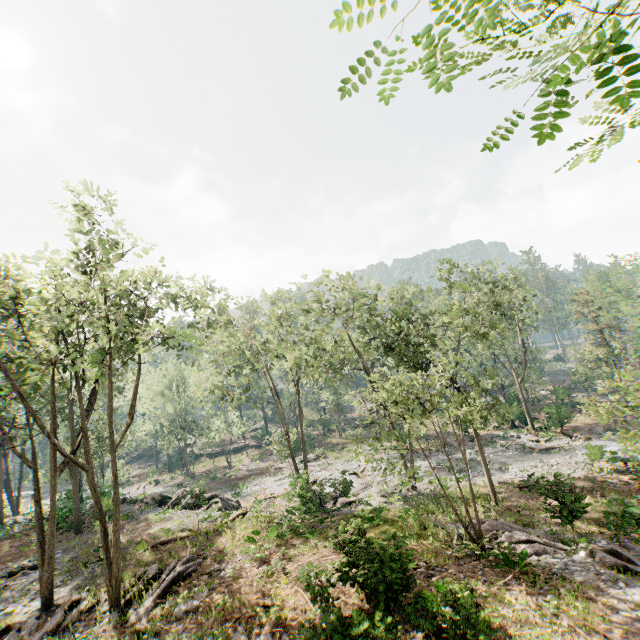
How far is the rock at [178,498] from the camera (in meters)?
21.92

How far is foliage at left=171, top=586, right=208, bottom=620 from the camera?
12.9 meters

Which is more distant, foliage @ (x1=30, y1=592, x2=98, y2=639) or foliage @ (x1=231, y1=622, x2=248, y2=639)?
foliage @ (x1=30, y1=592, x2=98, y2=639)

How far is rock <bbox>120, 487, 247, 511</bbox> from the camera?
21.9 meters

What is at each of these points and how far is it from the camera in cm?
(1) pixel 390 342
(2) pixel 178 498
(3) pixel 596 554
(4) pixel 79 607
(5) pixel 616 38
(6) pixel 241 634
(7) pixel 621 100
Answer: (1) foliage, 2252
(2) rock, 2850
(3) foliage, 1309
(4) foliage, 1438
(5) foliage, 118
(6) foliage, 1111
(7) foliage, 124

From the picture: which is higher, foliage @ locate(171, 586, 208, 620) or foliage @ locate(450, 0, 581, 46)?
foliage @ locate(450, 0, 581, 46)

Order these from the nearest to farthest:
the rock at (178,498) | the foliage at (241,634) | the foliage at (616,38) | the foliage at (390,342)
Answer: the foliage at (616,38) < the foliage at (241,634) < the foliage at (390,342) < the rock at (178,498)

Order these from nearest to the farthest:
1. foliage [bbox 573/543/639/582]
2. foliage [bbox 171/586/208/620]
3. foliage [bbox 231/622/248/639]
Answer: foliage [bbox 231/622/248/639], foliage [bbox 573/543/639/582], foliage [bbox 171/586/208/620]
